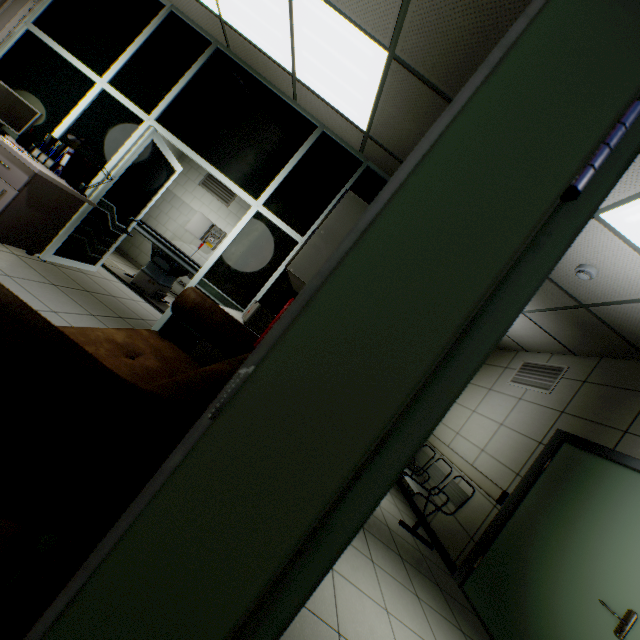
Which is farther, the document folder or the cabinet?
the document folder

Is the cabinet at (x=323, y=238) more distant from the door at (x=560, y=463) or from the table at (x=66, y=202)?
the door at (x=560, y=463)

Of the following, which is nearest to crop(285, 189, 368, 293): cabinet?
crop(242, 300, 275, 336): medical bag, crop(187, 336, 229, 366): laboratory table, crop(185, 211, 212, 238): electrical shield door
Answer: crop(242, 300, 275, 336): medical bag

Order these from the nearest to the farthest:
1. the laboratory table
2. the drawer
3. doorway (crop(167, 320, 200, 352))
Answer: the laboratory table → the drawer → doorway (crop(167, 320, 200, 352))

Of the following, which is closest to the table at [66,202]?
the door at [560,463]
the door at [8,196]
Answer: the door at [8,196]

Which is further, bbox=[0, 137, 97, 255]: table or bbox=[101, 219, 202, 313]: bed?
bbox=[101, 219, 202, 313]: bed

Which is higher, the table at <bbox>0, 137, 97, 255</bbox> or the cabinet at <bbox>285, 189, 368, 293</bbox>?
the cabinet at <bbox>285, 189, 368, 293</bbox>

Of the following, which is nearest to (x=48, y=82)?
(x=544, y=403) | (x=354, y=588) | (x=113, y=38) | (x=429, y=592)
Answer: (x=113, y=38)
